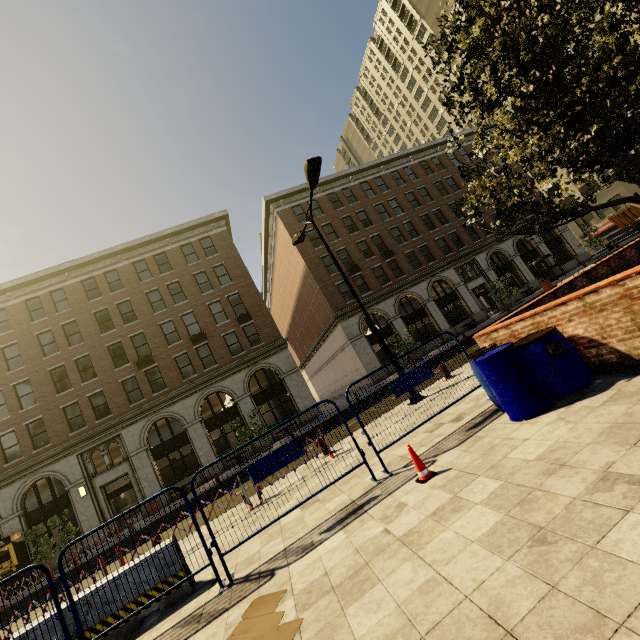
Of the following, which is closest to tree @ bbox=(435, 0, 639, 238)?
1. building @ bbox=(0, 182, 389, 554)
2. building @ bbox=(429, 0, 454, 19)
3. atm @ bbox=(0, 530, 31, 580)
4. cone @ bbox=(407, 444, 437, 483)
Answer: building @ bbox=(429, 0, 454, 19)

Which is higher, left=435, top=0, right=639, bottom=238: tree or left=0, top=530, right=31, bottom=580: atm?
left=435, top=0, right=639, bottom=238: tree

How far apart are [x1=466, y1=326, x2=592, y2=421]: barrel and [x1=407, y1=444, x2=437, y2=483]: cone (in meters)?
1.44

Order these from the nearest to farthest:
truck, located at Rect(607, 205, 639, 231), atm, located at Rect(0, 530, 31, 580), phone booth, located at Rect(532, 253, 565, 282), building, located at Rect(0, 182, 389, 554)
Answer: atm, located at Rect(0, 530, 31, 580) < building, located at Rect(0, 182, 389, 554) < phone booth, located at Rect(532, 253, 565, 282) < truck, located at Rect(607, 205, 639, 231)

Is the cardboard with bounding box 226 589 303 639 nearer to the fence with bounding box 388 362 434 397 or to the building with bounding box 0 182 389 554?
the fence with bounding box 388 362 434 397

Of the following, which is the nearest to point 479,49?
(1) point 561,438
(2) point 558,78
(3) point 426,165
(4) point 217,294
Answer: (2) point 558,78

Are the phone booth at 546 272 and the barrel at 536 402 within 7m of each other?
no

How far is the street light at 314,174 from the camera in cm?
982
